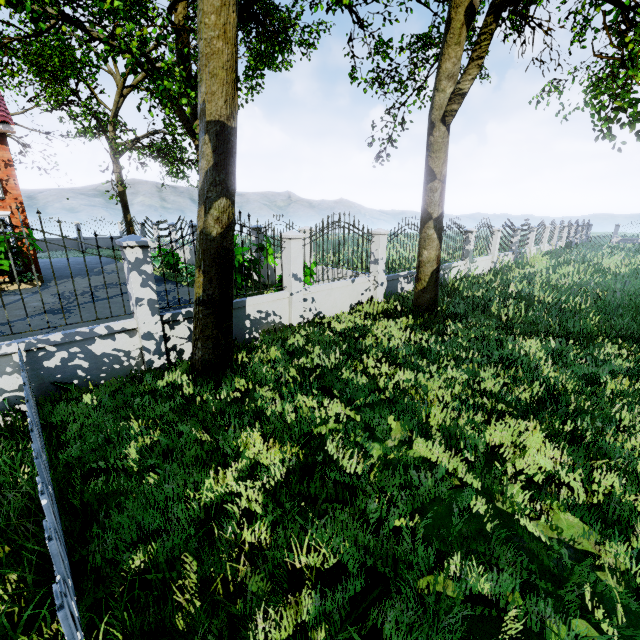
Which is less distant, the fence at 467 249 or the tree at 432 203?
the tree at 432 203

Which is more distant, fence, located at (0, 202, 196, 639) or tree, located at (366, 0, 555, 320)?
tree, located at (366, 0, 555, 320)

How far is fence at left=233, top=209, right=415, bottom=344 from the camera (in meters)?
7.04

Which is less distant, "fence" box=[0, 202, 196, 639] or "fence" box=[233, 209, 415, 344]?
"fence" box=[0, 202, 196, 639]

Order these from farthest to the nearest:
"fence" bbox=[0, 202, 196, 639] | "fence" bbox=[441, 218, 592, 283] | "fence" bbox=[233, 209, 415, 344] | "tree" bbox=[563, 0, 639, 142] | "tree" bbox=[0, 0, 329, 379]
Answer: "fence" bbox=[441, 218, 592, 283] → "fence" bbox=[233, 209, 415, 344] → "tree" bbox=[563, 0, 639, 142] → "tree" bbox=[0, 0, 329, 379] → "fence" bbox=[0, 202, 196, 639]

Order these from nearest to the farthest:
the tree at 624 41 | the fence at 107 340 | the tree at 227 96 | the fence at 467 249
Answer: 1. the fence at 107 340
2. the tree at 227 96
3. the tree at 624 41
4. the fence at 467 249

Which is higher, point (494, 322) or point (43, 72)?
point (43, 72)
